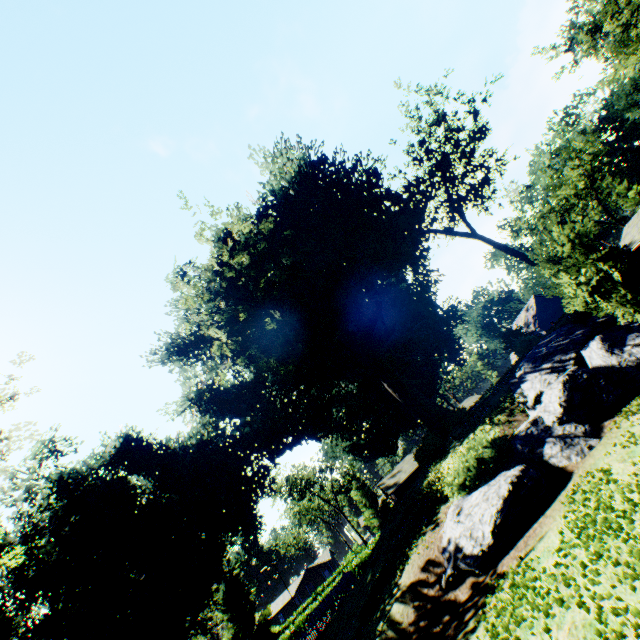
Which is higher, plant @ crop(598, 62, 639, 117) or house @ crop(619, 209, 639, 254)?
plant @ crop(598, 62, 639, 117)

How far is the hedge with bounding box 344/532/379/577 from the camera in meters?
35.5

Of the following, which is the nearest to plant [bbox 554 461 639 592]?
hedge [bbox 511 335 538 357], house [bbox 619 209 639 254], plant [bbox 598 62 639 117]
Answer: plant [bbox 598 62 639 117]

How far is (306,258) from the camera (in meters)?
25.20

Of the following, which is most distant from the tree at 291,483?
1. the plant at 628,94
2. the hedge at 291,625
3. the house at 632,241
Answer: the house at 632,241

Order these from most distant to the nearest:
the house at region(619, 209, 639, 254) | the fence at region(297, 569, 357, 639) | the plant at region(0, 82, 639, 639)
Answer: the house at region(619, 209, 639, 254), the plant at region(0, 82, 639, 639), the fence at region(297, 569, 357, 639)

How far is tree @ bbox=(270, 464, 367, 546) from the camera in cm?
5356

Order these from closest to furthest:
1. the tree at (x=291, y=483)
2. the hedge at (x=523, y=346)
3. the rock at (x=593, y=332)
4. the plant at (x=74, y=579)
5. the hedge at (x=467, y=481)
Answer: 1. the rock at (x=593, y=332)
2. the hedge at (x=467, y=481)
3. the hedge at (x=523, y=346)
4. the plant at (x=74, y=579)
5. the tree at (x=291, y=483)
